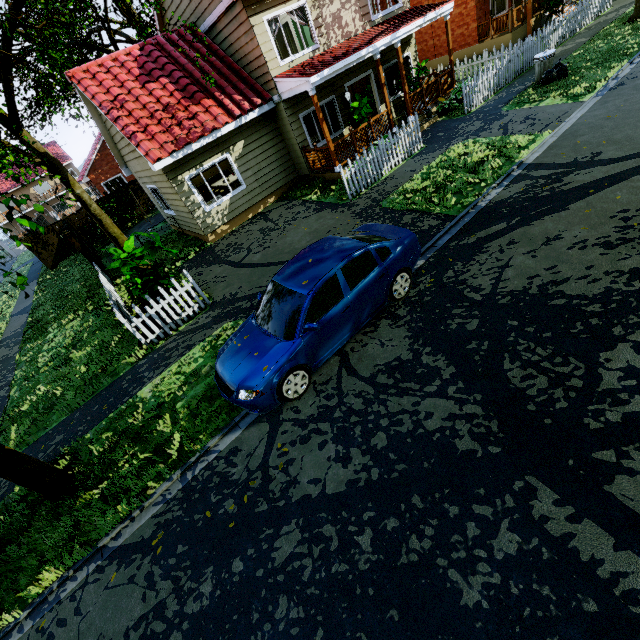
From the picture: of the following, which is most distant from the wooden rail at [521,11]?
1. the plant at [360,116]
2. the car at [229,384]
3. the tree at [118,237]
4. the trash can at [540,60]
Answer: the car at [229,384]

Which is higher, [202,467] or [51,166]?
[51,166]

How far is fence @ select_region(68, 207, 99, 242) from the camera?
22.2 meters

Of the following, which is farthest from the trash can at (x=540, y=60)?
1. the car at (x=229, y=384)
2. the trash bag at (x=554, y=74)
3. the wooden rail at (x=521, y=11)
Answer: the car at (x=229, y=384)

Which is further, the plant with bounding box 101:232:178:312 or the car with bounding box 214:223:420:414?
the plant with bounding box 101:232:178:312

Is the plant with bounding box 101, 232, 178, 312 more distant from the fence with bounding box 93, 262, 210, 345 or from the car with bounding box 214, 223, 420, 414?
the car with bounding box 214, 223, 420, 414

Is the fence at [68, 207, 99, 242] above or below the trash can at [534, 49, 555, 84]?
above

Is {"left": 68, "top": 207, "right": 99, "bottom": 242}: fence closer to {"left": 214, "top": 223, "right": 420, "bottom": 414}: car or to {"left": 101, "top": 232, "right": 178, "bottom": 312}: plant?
{"left": 101, "top": 232, "right": 178, "bottom": 312}: plant
